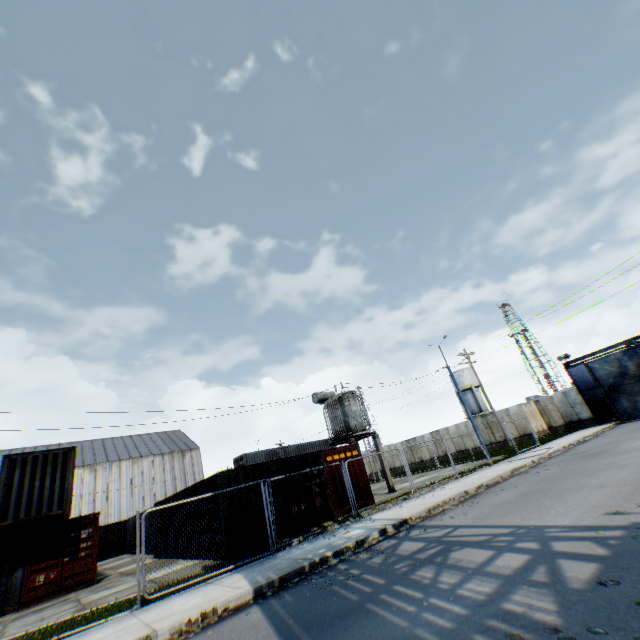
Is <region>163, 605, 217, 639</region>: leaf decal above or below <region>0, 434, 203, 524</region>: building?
below

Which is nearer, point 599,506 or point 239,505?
point 599,506

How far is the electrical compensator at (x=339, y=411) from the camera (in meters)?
20.69

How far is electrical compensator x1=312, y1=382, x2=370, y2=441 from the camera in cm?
2069

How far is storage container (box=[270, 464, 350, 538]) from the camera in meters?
13.5

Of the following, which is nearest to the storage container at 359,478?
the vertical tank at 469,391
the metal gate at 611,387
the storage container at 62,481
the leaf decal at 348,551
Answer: the storage container at 62,481

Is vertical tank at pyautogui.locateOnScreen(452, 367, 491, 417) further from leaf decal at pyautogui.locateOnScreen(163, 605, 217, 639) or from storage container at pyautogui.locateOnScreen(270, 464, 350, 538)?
leaf decal at pyautogui.locateOnScreen(163, 605, 217, 639)

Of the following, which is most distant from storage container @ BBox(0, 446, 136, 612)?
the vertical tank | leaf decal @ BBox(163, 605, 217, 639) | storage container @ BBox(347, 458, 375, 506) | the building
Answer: the vertical tank
